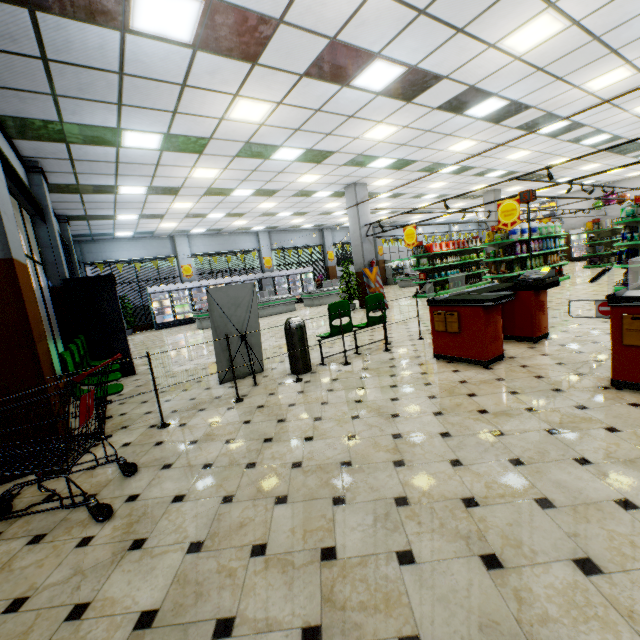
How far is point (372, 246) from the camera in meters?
13.2

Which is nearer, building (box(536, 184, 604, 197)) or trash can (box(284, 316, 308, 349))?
trash can (box(284, 316, 308, 349))

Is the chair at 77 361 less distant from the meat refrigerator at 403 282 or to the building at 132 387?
the building at 132 387

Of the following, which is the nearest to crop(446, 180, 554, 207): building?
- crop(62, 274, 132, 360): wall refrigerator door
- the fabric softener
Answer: crop(62, 274, 132, 360): wall refrigerator door

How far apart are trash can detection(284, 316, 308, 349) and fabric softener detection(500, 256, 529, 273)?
9.6 meters

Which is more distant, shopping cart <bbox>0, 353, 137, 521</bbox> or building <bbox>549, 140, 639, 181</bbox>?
building <bbox>549, 140, 639, 181</bbox>

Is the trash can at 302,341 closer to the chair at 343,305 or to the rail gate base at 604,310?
the chair at 343,305

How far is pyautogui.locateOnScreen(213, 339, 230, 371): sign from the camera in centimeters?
539cm
